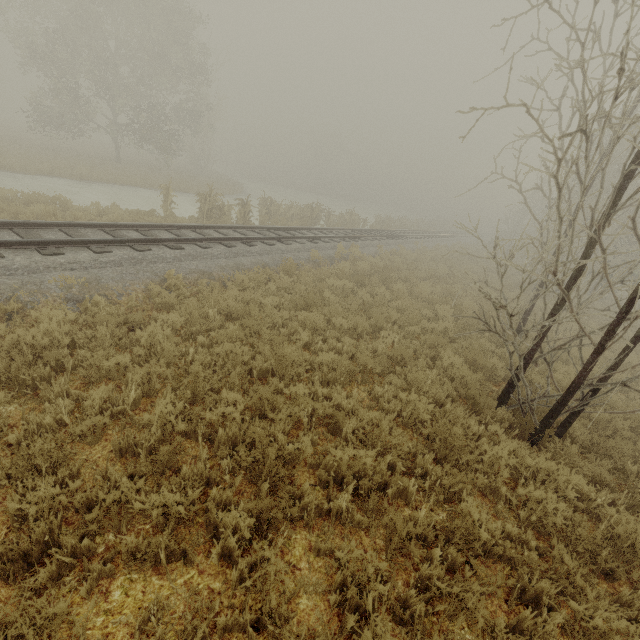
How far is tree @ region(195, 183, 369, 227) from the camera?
15.4 meters

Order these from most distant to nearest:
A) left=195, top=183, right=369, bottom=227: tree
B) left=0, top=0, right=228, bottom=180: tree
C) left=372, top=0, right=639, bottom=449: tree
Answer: left=0, top=0, right=228, bottom=180: tree
left=195, top=183, right=369, bottom=227: tree
left=372, top=0, right=639, bottom=449: tree

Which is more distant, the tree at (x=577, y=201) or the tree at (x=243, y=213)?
the tree at (x=243, y=213)

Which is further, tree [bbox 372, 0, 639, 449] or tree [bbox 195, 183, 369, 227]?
tree [bbox 195, 183, 369, 227]

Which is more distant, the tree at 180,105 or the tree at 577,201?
the tree at 180,105

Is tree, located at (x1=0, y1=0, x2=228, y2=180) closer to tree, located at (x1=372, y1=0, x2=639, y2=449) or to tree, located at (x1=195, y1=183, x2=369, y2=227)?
tree, located at (x1=195, y1=183, x2=369, y2=227)

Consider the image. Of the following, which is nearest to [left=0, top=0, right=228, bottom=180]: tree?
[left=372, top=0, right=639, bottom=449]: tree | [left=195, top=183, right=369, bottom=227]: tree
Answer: [left=195, top=183, right=369, bottom=227]: tree

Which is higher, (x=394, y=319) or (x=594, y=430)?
(x=394, y=319)
